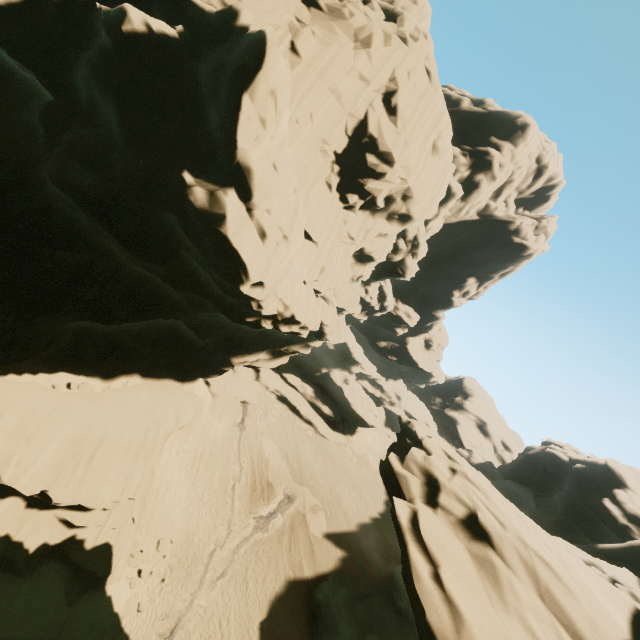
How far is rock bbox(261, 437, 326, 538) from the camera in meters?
27.9 m

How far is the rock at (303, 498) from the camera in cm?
Result: 2788

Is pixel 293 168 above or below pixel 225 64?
above

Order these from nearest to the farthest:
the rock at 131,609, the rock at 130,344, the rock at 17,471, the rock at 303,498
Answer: the rock at 130,344
the rock at 17,471
the rock at 131,609
the rock at 303,498

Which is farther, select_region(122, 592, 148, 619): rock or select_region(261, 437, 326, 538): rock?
select_region(261, 437, 326, 538): rock

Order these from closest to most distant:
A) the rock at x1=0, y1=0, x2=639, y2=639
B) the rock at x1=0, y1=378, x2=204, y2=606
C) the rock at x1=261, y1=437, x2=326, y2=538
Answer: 1. the rock at x1=0, y1=0, x2=639, y2=639
2. the rock at x1=0, y1=378, x2=204, y2=606
3. the rock at x1=261, y1=437, x2=326, y2=538
